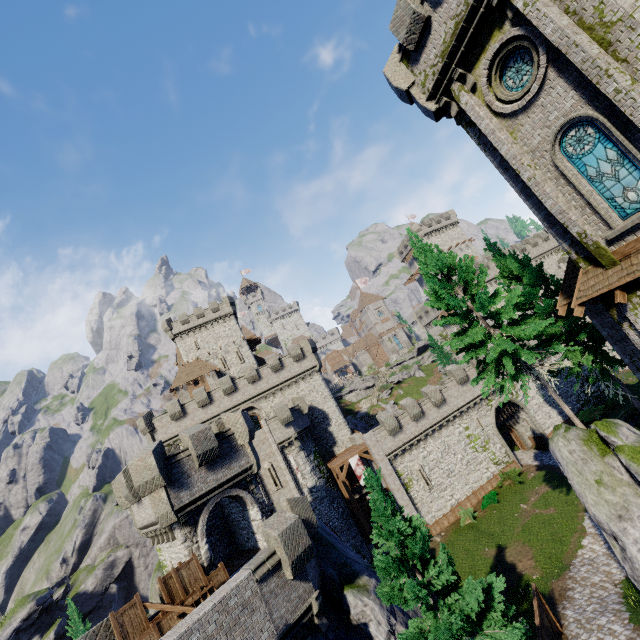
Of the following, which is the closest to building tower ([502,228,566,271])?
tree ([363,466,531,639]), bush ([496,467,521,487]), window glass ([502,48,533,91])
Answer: bush ([496,467,521,487])

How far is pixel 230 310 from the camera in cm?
5350

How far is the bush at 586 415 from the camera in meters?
35.6 m

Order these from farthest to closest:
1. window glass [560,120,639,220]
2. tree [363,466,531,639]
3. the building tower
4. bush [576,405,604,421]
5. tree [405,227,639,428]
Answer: the building tower
bush [576,405,604,421]
tree [405,227,639,428]
tree [363,466,531,639]
window glass [560,120,639,220]

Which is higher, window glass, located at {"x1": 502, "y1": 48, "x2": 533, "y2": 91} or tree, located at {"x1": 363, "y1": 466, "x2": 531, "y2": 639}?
window glass, located at {"x1": 502, "y1": 48, "x2": 533, "y2": 91}

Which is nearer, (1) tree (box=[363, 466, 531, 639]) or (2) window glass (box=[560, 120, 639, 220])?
(2) window glass (box=[560, 120, 639, 220])

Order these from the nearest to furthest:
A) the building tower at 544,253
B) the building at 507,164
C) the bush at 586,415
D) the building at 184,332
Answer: the building at 507,164, the bush at 586,415, the building at 184,332, the building tower at 544,253

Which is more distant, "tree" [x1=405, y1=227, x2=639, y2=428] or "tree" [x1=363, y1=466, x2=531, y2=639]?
"tree" [x1=405, y1=227, x2=639, y2=428]
